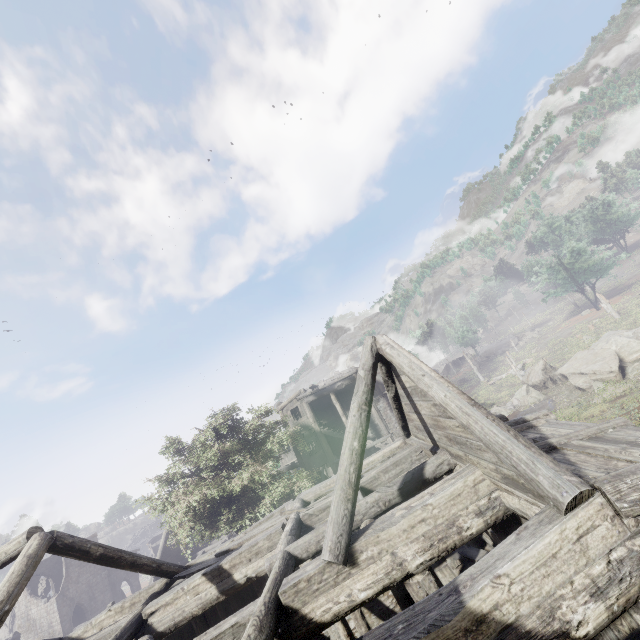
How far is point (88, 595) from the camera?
37.3m
